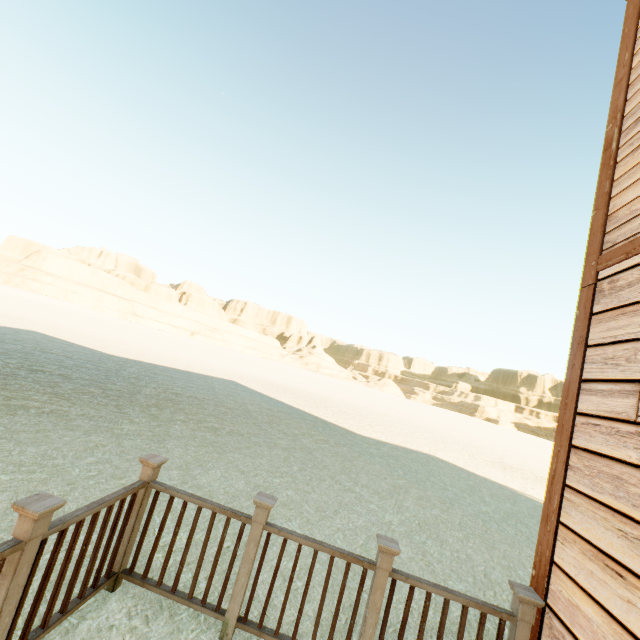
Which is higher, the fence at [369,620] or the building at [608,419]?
the building at [608,419]

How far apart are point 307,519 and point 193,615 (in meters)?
2.34

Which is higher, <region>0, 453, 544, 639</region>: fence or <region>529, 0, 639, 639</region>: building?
<region>529, 0, 639, 639</region>: building
